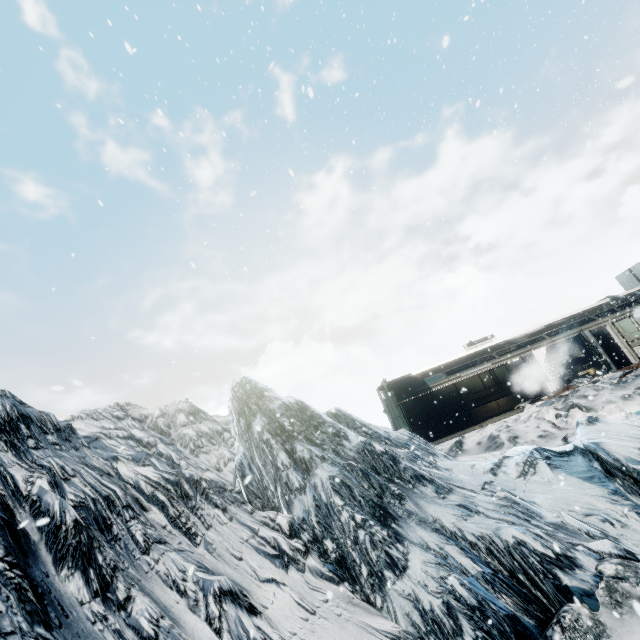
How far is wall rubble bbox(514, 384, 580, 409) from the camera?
17.5 meters

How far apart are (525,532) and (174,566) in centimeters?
427cm

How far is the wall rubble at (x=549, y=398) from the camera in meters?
17.5 m
